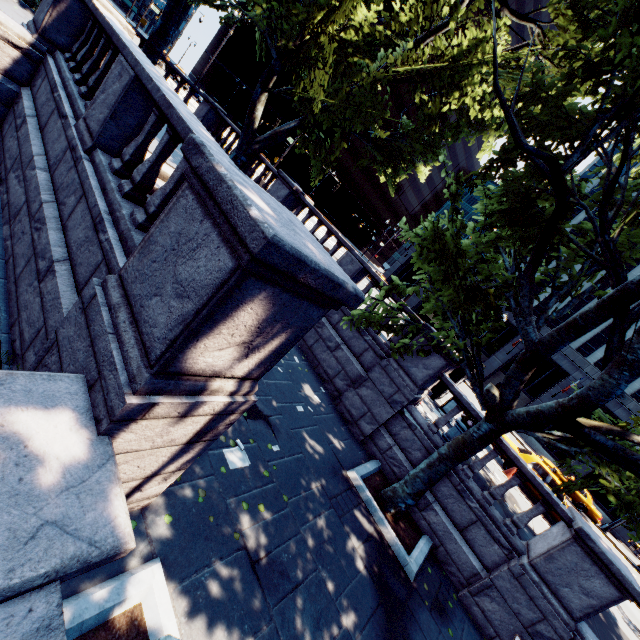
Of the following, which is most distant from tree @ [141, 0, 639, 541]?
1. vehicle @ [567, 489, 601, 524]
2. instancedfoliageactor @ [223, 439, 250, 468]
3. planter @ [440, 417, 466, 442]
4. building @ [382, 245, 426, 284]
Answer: building @ [382, 245, 426, 284]

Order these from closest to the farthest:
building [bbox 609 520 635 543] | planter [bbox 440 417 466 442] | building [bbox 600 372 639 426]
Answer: planter [bbox 440 417 466 442]
building [bbox 609 520 635 543]
building [bbox 600 372 639 426]

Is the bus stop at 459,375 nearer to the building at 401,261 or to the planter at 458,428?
the planter at 458,428

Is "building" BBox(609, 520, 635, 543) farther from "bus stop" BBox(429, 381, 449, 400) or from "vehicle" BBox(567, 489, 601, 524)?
"bus stop" BBox(429, 381, 449, 400)

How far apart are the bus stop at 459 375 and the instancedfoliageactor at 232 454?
9.7m

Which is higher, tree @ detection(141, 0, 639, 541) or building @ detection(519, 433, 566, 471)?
tree @ detection(141, 0, 639, 541)

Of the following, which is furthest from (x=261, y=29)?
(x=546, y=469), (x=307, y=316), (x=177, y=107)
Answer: (x=546, y=469)

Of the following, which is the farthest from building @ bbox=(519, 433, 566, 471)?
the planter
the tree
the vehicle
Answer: the planter
